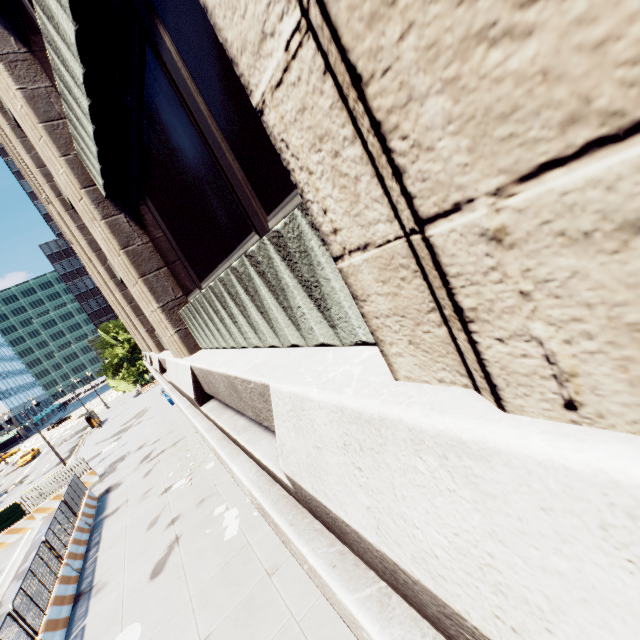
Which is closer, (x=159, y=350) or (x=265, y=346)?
(x=265, y=346)

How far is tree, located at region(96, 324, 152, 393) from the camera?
53.41m

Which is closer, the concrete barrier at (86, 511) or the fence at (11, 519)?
the concrete barrier at (86, 511)

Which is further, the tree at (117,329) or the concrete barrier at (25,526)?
the tree at (117,329)

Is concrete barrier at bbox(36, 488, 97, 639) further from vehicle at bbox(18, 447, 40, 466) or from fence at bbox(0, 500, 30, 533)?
vehicle at bbox(18, 447, 40, 466)

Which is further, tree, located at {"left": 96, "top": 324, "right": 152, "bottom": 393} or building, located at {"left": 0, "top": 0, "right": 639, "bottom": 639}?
tree, located at {"left": 96, "top": 324, "right": 152, "bottom": 393}

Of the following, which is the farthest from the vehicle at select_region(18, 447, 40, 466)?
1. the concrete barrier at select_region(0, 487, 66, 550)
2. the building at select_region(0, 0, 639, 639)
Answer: the concrete barrier at select_region(0, 487, 66, 550)

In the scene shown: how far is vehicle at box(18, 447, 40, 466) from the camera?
A: 46.97m
